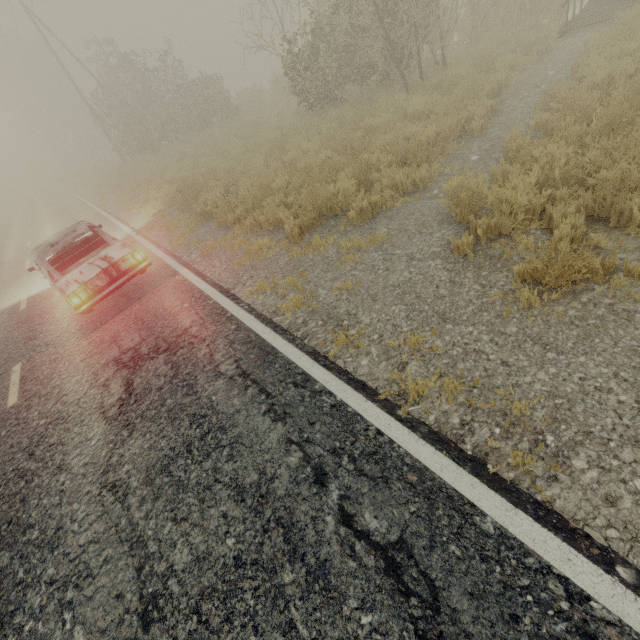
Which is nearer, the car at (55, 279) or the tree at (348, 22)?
the car at (55, 279)

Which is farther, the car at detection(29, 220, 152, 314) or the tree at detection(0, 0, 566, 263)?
the tree at detection(0, 0, 566, 263)

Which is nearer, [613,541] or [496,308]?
[613,541]

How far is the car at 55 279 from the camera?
6.1m

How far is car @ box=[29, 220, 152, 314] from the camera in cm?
607
